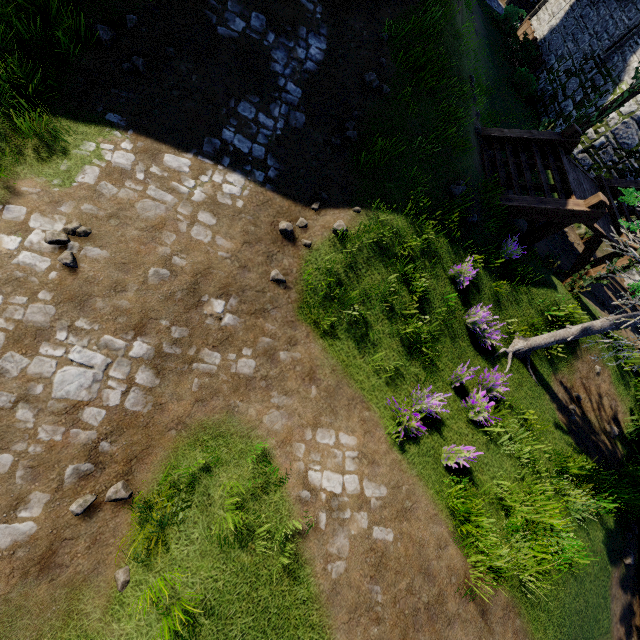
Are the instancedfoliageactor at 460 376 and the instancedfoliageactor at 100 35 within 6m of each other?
no

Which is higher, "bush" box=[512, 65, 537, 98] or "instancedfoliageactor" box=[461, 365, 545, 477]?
"instancedfoliageactor" box=[461, 365, 545, 477]

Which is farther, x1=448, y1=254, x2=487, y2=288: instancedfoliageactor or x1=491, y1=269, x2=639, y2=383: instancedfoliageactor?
x1=448, y1=254, x2=487, y2=288: instancedfoliageactor

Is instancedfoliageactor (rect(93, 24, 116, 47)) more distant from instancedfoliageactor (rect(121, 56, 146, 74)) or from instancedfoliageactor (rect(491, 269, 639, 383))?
instancedfoliageactor (rect(491, 269, 639, 383))

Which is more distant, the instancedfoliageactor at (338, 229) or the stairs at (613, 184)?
the stairs at (613, 184)

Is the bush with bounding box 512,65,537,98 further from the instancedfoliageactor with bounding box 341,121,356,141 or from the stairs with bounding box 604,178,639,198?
the instancedfoliageactor with bounding box 341,121,356,141

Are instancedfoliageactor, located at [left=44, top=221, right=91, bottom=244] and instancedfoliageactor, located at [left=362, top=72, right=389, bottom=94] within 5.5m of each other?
no

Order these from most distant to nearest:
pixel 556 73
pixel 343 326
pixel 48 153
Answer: pixel 556 73
pixel 343 326
pixel 48 153
